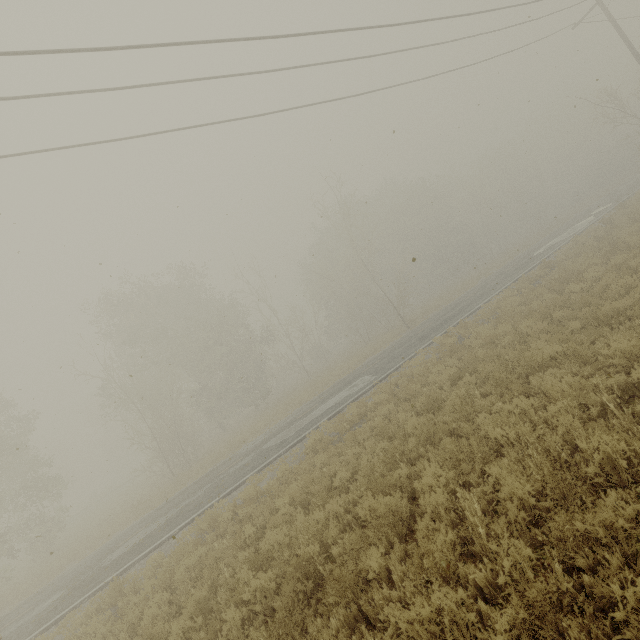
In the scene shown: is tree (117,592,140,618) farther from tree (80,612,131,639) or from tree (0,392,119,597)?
tree (0,392,119,597)

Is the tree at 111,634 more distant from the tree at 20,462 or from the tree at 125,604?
the tree at 125,604

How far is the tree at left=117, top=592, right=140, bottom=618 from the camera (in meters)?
7.56

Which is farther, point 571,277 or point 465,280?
point 465,280

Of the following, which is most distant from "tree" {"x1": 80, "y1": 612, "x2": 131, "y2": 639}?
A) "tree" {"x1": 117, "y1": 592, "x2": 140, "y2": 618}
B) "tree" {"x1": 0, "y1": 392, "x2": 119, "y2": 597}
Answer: "tree" {"x1": 117, "y1": 592, "x2": 140, "y2": 618}
